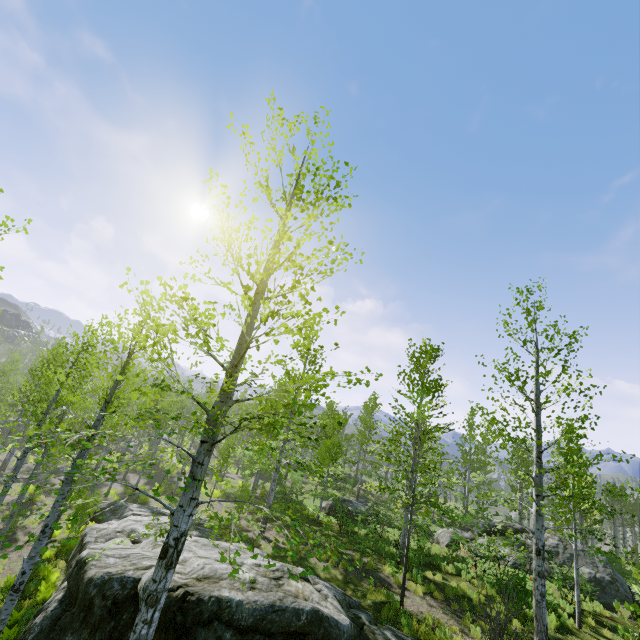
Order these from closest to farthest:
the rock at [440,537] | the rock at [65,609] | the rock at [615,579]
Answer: the rock at [65,609]
the rock at [615,579]
the rock at [440,537]

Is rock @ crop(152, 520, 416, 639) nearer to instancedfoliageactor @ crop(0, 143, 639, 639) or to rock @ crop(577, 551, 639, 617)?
instancedfoliageactor @ crop(0, 143, 639, 639)

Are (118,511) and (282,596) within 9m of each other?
no

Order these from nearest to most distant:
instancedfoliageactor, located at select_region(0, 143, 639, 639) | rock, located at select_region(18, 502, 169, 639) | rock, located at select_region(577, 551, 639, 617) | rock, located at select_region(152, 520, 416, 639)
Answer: instancedfoliageactor, located at select_region(0, 143, 639, 639) → rock, located at select_region(152, 520, 416, 639) → rock, located at select_region(18, 502, 169, 639) → rock, located at select_region(577, 551, 639, 617)

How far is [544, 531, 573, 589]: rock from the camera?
17.05m

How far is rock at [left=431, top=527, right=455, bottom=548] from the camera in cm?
2000

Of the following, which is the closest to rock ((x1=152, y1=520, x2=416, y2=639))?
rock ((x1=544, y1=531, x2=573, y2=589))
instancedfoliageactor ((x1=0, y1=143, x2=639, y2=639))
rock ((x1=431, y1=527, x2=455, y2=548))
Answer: instancedfoliageactor ((x1=0, y1=143, x2=639, y2=639))

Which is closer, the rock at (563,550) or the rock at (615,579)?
the rock at (615,579)
